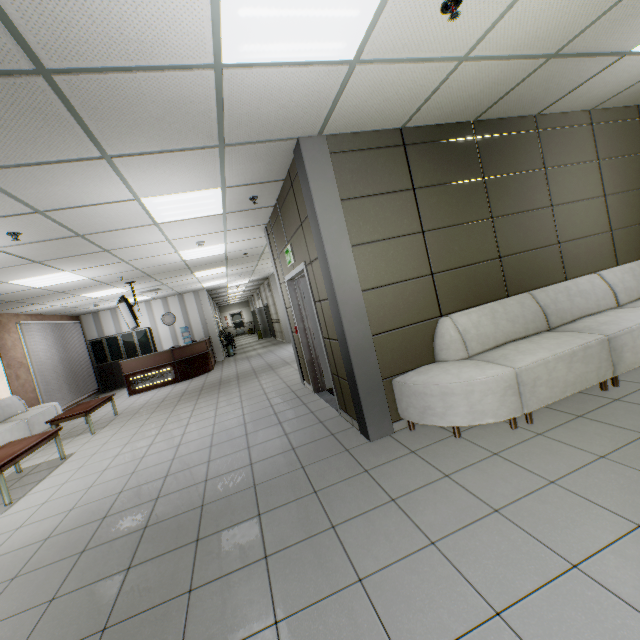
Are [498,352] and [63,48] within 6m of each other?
yes

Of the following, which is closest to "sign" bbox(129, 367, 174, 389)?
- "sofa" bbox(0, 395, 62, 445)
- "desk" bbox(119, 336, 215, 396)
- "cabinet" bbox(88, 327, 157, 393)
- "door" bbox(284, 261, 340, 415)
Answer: "desk" bbox(119, 336, 215, 396)

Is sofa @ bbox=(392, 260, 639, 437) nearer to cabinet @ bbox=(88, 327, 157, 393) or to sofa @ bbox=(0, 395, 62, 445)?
sofa @ bbox=(0, 395, 62, 445)

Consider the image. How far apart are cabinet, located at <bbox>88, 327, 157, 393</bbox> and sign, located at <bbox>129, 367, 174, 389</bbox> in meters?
2.8

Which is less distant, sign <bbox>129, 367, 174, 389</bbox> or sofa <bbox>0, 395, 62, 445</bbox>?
sofa <bbox>0, 395, 62, 445</bbox>

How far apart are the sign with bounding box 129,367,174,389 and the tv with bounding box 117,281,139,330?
2.1m

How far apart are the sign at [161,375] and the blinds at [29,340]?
1.9m

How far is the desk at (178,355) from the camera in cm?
1053
